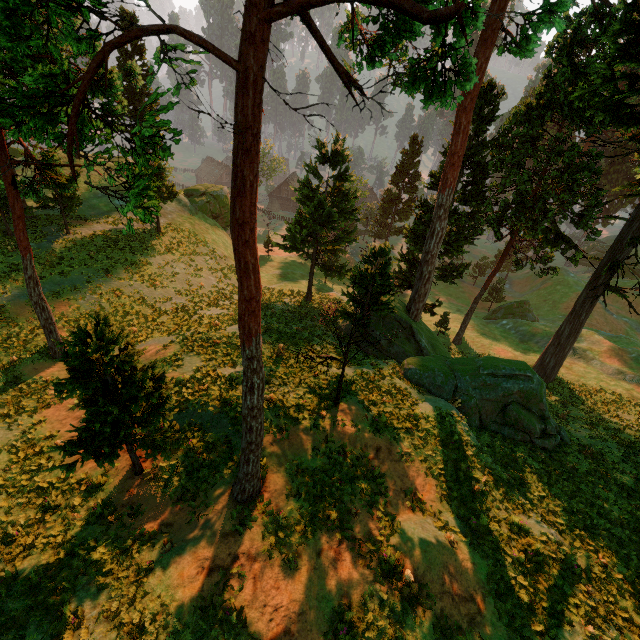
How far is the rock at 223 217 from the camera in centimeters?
3981cm

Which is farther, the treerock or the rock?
the rock

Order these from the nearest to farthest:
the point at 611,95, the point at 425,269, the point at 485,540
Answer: the point at 485,540, the point at 611,95, the point at 425,269

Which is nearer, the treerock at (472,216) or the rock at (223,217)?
the treerock at (472,216)

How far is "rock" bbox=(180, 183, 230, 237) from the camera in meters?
39.8 m
